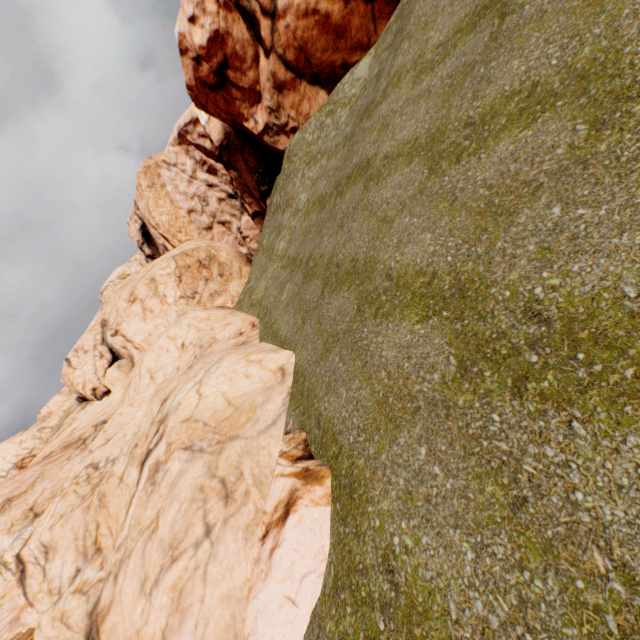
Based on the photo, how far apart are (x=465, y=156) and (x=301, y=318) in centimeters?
648cm
